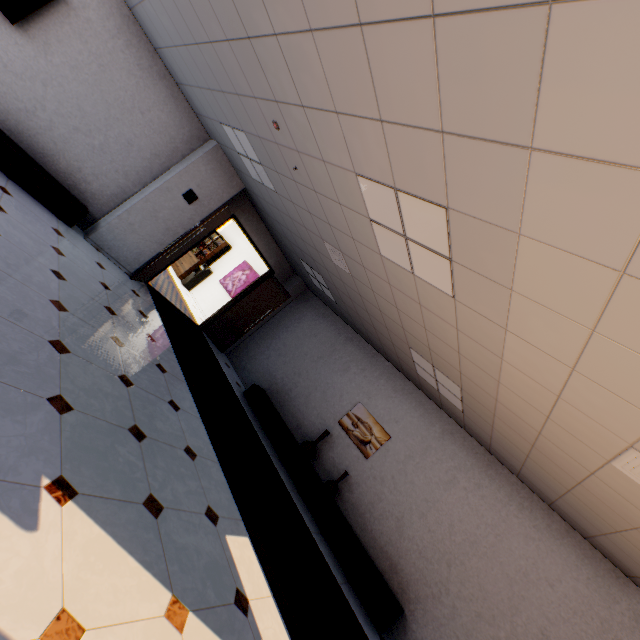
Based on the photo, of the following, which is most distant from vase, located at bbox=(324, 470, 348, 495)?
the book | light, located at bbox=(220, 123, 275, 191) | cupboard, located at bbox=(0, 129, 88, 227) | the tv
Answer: the book

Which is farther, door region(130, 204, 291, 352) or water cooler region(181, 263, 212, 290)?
water cooler region(181, 263, 212, 290)

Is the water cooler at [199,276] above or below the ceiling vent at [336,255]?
below

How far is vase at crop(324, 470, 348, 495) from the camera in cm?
577

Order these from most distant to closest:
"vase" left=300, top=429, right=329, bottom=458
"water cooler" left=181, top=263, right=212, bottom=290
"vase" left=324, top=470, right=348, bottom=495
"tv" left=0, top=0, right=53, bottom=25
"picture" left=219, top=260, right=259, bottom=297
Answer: "water cooler" left=181, top=263, right=212, bottom=290 < "picture" left=219, top=260, right=259, bottom=297 < "vase" left=300, top=429, right=329, bottom=458 < "vase" left=324, top=470, right=348, bottom=495 < "tv" left=0, top=0, right=53, bottom=25

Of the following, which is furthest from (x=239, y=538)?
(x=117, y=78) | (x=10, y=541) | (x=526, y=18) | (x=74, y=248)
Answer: (x=117, y=78)

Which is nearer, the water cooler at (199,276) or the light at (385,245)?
the light at (385,245)

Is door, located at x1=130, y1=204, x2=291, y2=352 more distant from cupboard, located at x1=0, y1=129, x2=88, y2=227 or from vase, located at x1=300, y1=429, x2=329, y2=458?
vase, located at x1=300, y1=429, x2=329, y2=458
